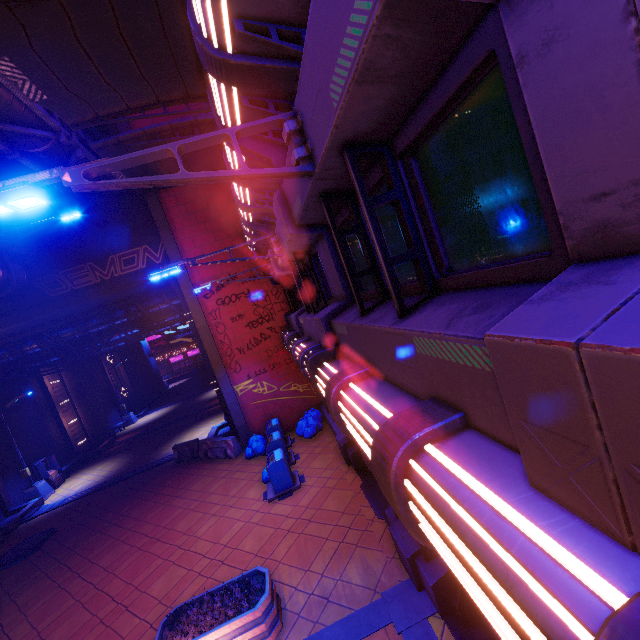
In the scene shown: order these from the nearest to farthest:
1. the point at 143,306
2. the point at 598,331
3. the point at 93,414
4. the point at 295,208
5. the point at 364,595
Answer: the point at 598,331 < the point at 295,208 < the point at 364,595 < the point at 143,306 < the point at 93,414

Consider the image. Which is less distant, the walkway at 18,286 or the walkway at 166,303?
the walkway at 18,286

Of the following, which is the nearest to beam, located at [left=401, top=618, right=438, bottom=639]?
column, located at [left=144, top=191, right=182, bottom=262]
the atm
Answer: column, located at [left=144, top=191, right=182, bottom=262]

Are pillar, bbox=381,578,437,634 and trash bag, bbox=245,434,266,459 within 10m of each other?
yes

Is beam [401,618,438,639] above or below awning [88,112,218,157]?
below

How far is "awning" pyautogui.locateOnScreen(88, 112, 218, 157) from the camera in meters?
10.3 m

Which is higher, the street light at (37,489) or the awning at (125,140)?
the awning at (125,140)

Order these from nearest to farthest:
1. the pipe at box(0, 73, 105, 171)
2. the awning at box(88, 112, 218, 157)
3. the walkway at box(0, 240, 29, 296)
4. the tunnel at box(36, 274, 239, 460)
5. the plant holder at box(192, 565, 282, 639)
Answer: the plant holder at box(192, 565, 282, 639)
the pipe at box(0, 73, 105, 171)
the awning at box(88, 112, 218, 157)
the walkway at box(0, 240, 29, 296)
the tunnel at box(36, 274, 239, 460)
